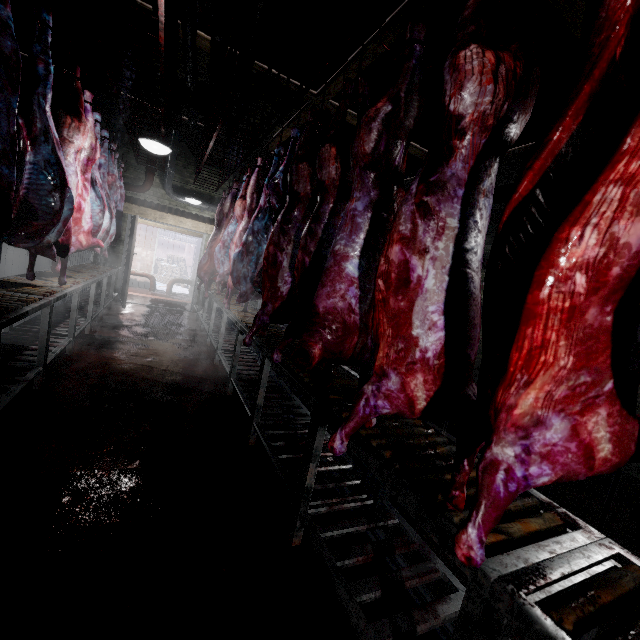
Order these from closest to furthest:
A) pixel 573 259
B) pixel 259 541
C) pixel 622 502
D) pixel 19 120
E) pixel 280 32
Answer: pixel 573 259 < pixel 259 541 < pixel 19 120 < pixel 622 502 < pixel 280 32

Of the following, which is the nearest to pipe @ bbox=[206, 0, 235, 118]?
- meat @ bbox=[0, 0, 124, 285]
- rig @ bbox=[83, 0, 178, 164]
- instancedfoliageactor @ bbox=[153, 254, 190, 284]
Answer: rig @ bbox=[83, 0, 178, 164]

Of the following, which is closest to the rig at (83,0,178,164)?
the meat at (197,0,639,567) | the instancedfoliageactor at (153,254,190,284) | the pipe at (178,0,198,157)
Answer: the pipe at (178,0,198,157)

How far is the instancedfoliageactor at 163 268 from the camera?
14.9m

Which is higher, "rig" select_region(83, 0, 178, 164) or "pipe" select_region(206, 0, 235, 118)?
"pipe" select_region(206, 0, 235, 118)

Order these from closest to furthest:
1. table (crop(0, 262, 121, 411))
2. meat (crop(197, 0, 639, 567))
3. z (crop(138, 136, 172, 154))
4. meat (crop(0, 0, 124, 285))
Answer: meat (crop(197, 0, 639, 567)) → meat (crop(0, 0, 124, 285)) → table (crop(0, 262, 121, 411)) → z (crop(138, 136, 172, 154))

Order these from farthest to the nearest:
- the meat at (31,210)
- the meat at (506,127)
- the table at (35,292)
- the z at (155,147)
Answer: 1. the z at (155,147)
2. the table at (35,292)
3. the meat at (31,210)
4. the meat at (506,127)

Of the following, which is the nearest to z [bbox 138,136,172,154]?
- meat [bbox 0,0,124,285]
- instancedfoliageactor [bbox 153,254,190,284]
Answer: meat [bbox 0,0,124,285]
